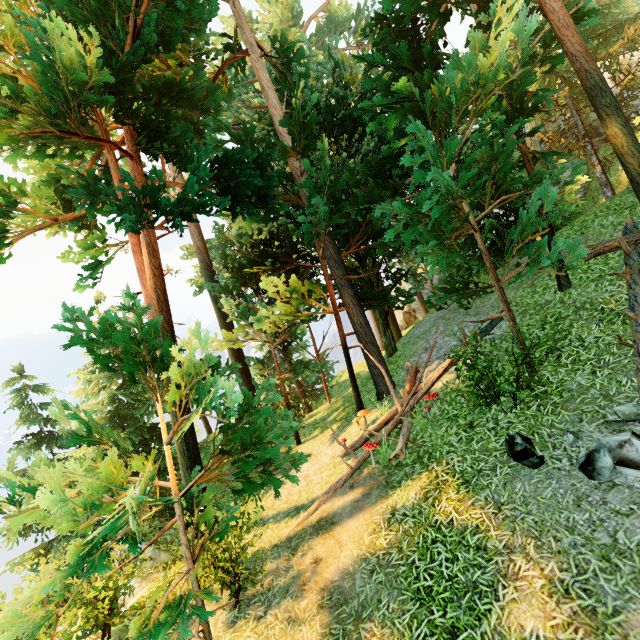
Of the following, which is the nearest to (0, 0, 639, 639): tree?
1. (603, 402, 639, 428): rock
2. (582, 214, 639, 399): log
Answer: (582, 214, 639, 399): log

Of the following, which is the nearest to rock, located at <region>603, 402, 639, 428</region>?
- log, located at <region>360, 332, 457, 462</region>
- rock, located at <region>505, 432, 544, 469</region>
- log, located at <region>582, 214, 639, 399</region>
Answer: log, located at <region>582, 214, 639, 399</region>

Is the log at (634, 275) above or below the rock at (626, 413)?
above

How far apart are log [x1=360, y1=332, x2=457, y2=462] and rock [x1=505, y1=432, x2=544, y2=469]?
2.33m

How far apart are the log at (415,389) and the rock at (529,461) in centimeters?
233cm

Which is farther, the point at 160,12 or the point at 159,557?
the point at 159,557

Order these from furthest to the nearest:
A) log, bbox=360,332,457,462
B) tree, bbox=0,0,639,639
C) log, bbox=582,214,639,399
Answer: log, bbox=360,332,457,462 → log, bbox=582,214,639,399 → tree, bbox=0,0,639,639

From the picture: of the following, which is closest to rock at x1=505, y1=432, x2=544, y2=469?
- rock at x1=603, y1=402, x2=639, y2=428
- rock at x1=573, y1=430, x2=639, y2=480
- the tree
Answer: rock at x1=573, y1=430, x2=639, y2=480
